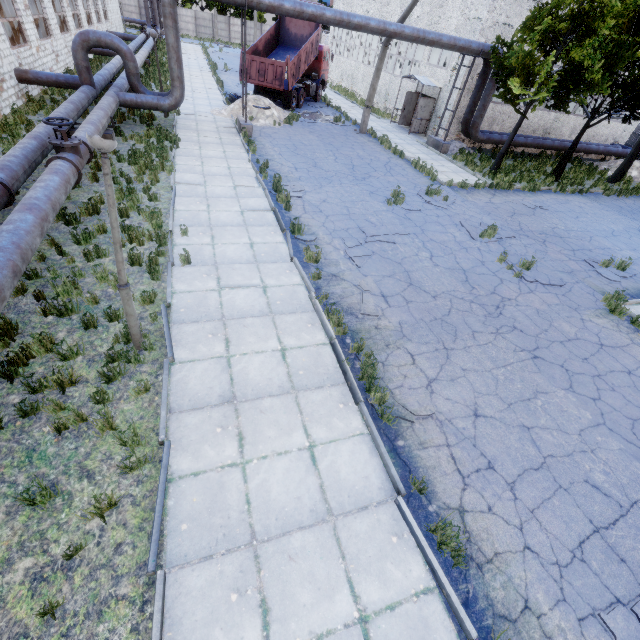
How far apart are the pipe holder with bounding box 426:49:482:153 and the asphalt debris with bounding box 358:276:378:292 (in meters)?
16.31

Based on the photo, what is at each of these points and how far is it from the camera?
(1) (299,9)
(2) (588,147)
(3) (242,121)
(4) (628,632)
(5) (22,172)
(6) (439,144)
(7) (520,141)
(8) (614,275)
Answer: (1) pipe, 13.81m
(2) pipe, 23.59m
(3) pipe holder, 16.28m
(4) asphalt debris, 3.73m
(5) pipe, 7.68m
(6) pipe holder, 20.12m
(7) pipe, 21.50m
(8) asphalt debris, 10.80m

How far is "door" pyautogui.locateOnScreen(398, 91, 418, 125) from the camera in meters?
23.5

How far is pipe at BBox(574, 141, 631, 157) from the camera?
23.5 meters

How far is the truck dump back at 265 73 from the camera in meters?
19.4

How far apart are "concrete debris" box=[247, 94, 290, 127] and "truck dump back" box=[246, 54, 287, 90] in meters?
0.6

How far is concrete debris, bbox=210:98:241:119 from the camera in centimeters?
1879cm

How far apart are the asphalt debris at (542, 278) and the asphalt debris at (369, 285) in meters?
4.8 m
